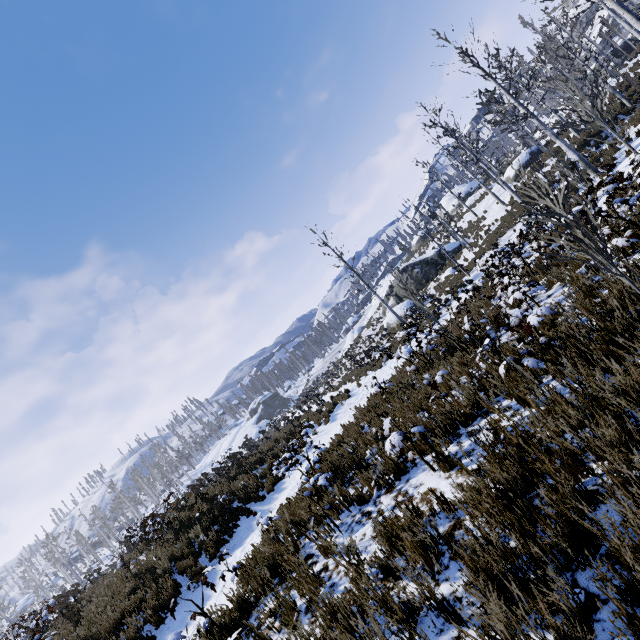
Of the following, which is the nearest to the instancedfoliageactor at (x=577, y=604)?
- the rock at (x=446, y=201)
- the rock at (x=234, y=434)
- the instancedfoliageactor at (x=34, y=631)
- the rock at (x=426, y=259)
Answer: the instancedfoliageactor at (x=34, y=631)

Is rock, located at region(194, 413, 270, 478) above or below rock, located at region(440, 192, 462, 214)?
below

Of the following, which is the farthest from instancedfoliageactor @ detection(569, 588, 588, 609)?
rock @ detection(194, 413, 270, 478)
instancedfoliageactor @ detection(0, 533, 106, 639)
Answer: rock @ detection(194, 413, 270, 478)

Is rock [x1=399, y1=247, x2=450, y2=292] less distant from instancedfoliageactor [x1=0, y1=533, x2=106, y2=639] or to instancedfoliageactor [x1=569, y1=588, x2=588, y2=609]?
instancedfoliageactor [x1=569, y1=588, x2=588, y2=609]

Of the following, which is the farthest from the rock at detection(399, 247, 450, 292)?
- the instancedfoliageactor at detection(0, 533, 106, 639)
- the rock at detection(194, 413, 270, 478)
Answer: the instancedfoliageactor at detection(0, 533, 106, 639)

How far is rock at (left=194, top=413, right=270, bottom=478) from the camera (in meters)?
49.88

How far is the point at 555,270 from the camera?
8.20m

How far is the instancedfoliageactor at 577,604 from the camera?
1.8 meters
